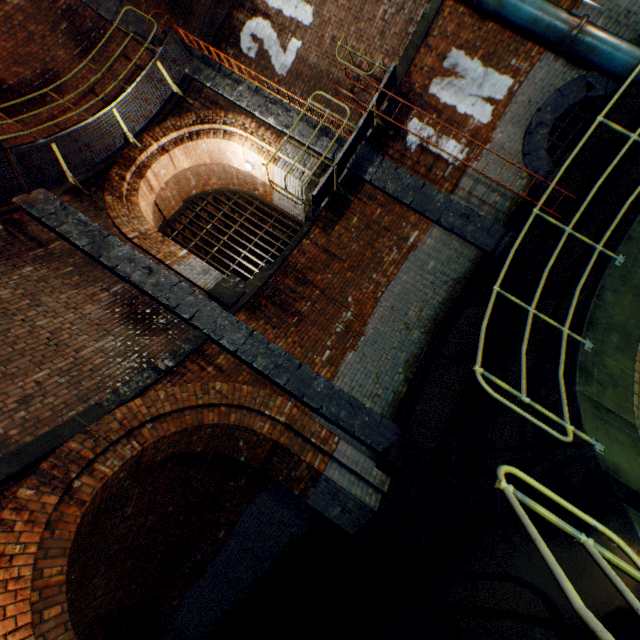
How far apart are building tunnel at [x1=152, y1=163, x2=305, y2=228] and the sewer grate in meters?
0.0

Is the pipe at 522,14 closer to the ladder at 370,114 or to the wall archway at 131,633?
the ladder at 370,114

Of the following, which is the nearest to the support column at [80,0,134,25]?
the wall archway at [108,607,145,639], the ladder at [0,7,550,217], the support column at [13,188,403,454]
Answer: the ladder at [0,7,550,217]

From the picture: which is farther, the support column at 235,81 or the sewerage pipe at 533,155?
the support column at 235,81

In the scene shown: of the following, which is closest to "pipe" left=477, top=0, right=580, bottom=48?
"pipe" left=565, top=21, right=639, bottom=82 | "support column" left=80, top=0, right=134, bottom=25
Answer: "pipe" left=565, top=21, right=639, bottom=82

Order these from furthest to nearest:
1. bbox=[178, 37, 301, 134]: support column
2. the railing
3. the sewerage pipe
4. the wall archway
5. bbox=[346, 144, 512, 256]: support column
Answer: the wall archway
bbox=[178, 37, 301, 134]: support column
bbox=[346, 144, 512, 256]: support column
the sewerage pipe
the railing

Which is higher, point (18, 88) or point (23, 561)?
point (18, 88)

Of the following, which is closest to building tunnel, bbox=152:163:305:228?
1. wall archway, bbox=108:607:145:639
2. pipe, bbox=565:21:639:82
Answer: pipe, bbox=565:21:639:82
